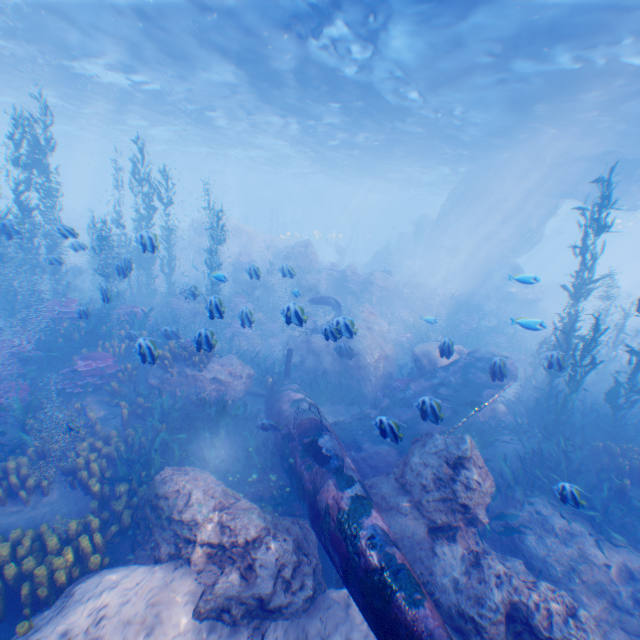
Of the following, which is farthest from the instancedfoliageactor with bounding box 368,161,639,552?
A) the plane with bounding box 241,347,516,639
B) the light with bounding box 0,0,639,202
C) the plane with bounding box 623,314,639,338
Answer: the plane with bounding box 623,314,639,338

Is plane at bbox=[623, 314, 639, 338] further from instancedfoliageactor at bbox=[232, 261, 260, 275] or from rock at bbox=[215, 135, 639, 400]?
instancedfoliageactor at bbox=[232, 261, 260, 275]

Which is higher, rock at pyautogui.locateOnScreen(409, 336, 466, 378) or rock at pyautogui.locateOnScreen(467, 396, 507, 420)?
rock at pyautogui.locateOnScreen(409, 336, 466, 378)

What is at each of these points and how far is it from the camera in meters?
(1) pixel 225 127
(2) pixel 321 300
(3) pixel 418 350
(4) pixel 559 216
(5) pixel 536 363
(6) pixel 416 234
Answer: (1) light, 26.8 m
(2) eel, 16.0 m
(3) rock, 12.2 m
(4) light, 58.8 m
(5) instancedfoliageactor, 13.2 m
(6) rock, 36.3 m

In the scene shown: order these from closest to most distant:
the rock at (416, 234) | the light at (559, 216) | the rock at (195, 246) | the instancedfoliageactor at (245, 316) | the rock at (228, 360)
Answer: the instancedfoliageactor at (245, 316), the rock at (228, 360), the rock at (416, 234), the rock at (195, 246), the light at (559, 216)

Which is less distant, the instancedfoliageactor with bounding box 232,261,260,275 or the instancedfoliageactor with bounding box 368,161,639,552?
the instancedfoliageactor with bounding box 368,161,639,552

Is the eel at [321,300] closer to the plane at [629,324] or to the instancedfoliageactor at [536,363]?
the instancedfoliageactor at [536,363]

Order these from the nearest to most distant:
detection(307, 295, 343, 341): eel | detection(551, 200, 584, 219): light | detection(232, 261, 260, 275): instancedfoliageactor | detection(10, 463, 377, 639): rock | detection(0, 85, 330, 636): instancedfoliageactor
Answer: detection(10, 463, 377, 639): rock → detection(0, 85, 330, 636): instancedfoliageactor → detection(307, 295, 343, 341): eel → detection(232, 261, 260, 275): instancedfoliageactor → detection(551, 200, 584, 219): light
